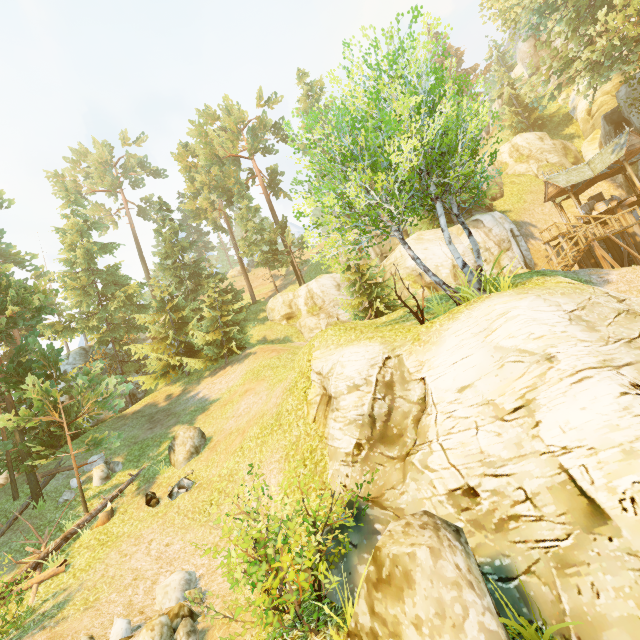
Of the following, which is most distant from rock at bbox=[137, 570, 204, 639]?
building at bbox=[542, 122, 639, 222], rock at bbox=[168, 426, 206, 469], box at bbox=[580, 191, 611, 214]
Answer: box at bbox=[580, 191, 611, 214]

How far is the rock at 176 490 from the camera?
12.98m

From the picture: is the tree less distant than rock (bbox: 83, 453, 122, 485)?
Yes

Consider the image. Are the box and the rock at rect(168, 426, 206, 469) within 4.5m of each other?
no

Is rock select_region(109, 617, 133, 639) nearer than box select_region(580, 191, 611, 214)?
Yes

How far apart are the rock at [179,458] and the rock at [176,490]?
1.0m

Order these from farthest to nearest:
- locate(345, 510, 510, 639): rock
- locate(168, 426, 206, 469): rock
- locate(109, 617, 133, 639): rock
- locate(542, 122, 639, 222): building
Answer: locate(542, 122, 639, 222): building → locate(168, 426, 206, 469): rock → locate(109, 617, 133, 639): rock → locate(345, 510, 510, 639): rock

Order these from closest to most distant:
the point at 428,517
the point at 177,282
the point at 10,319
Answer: the point at 428,517 < the point at 10,319 < the point at 177,282
